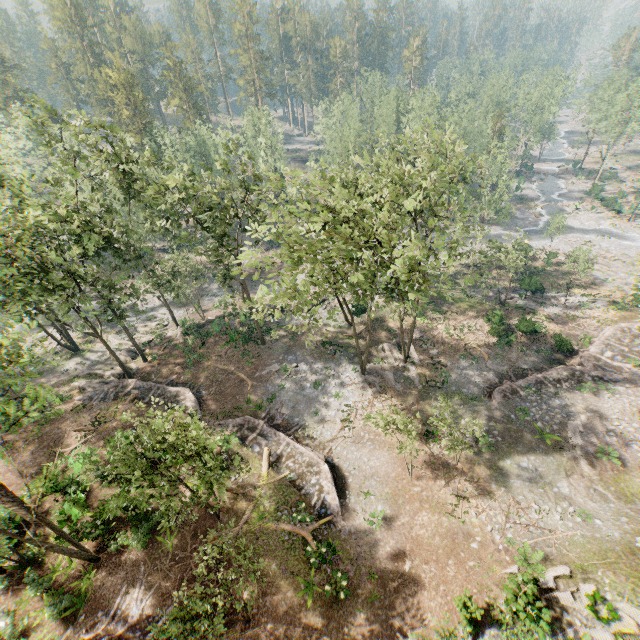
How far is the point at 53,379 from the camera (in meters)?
34.28

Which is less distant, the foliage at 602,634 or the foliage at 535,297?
the foliage at 602,634

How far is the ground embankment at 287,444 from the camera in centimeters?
2078cm

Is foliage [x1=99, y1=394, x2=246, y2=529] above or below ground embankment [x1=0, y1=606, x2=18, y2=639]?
above

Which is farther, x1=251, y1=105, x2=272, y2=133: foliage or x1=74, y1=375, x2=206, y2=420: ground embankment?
x1=251, y1=105, x2=272, y2=133: foliage

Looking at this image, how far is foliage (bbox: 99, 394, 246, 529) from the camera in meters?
14.1 m
